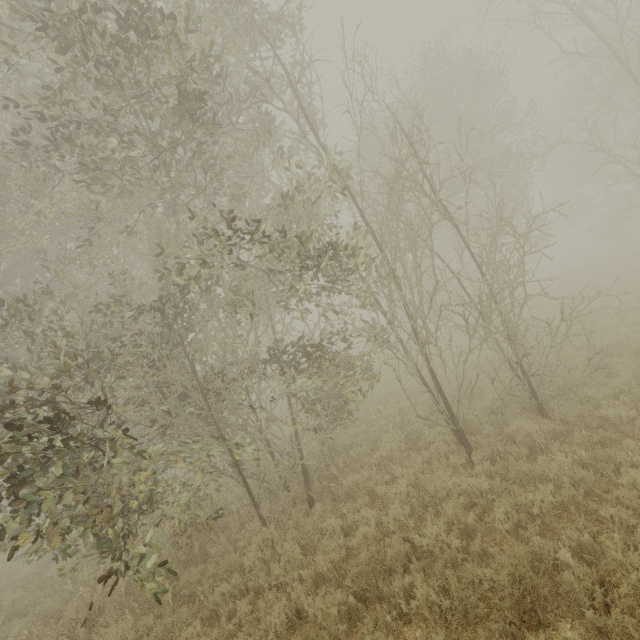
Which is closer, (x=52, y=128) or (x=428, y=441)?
(x=52, y=128)
